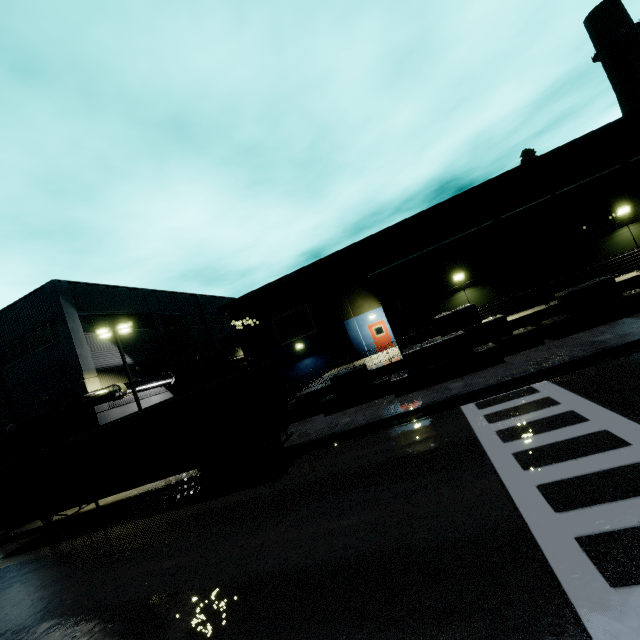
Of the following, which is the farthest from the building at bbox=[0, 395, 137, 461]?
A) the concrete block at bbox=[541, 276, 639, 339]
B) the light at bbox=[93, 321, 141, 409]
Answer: the light at bbox=[93, 321, 141, 409]

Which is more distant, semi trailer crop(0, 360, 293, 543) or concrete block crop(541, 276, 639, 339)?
concrete block crop(541, 276, 639, 339)

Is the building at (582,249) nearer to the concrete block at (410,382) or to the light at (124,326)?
the concrete block at (410,382)

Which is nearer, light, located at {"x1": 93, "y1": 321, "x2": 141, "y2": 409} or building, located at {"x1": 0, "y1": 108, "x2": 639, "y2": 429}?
building, located at {"x1": 0, "y1": 108, "x2": 639, "y2": 429}

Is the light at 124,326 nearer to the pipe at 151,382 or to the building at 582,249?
the pipe at 151,382

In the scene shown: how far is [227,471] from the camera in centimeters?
1169cm

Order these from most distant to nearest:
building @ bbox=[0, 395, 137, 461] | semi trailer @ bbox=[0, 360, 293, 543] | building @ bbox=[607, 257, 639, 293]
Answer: building @ bbox=[0, 395, 137, 461]
building @ bbox=[607, 257, 639, 293]
semi trailer @ bbox=[0, 360, 293, 543]

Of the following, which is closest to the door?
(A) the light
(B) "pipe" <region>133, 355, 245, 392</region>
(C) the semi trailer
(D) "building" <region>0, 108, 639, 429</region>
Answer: (D) "building" <region>0, 108, 639, 429</region>
